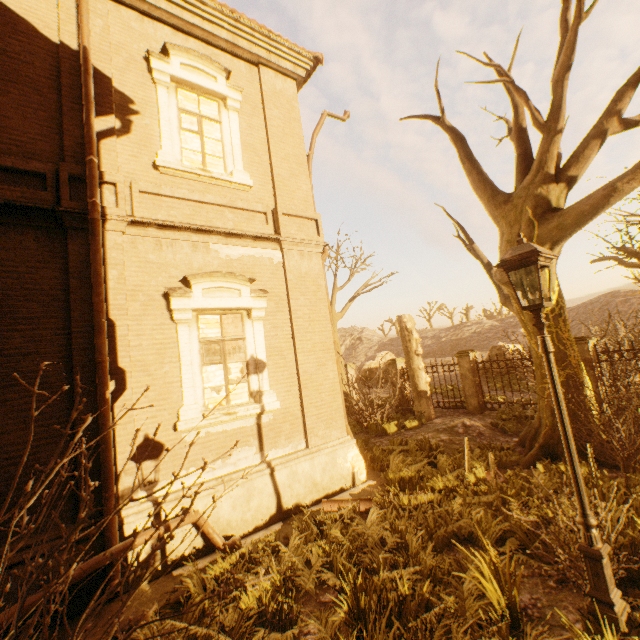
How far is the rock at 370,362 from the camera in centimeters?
3262cm

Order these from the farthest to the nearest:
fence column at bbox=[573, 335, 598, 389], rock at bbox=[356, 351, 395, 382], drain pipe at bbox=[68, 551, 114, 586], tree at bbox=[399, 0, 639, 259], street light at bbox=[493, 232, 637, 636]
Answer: rock at bbox=[356, 351, 395, 382] < fence column at bbox=[573, 335, 598, 389] < tree at bbox=[399, 0, 639, 259] < drain pipe at bbox=[68, 551, 114, 586] < street light at bbox=[493, 232, 637, 636]

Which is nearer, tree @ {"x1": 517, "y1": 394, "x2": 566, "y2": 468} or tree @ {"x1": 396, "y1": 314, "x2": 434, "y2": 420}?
tree @ {"x1": 517, "y1": 394, "x2": 566, "y2": 468}

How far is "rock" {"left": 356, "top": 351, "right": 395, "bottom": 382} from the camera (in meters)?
32.62

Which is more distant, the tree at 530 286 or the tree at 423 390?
the tree at 423 390

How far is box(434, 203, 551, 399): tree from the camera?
7.59m

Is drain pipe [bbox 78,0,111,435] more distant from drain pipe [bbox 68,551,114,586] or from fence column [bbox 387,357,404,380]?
fence column [bbox 387,357,404,380]

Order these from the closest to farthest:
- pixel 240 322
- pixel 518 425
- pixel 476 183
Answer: pixel 240 322 < pixel 476 183 < pixel 518 425
